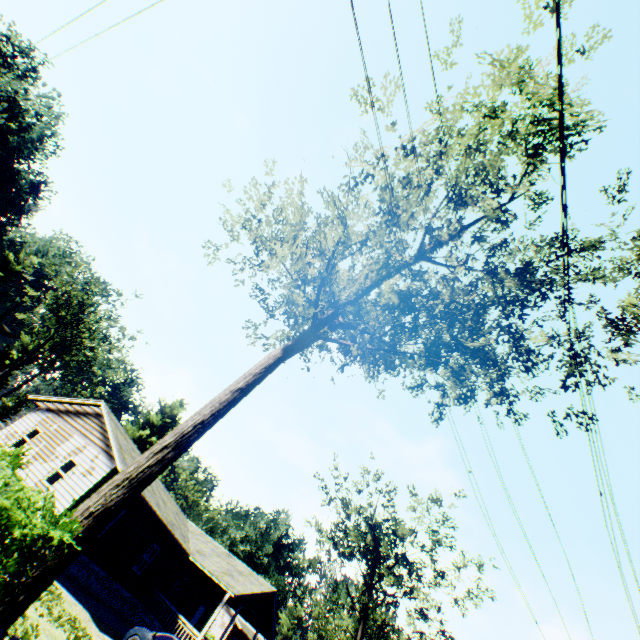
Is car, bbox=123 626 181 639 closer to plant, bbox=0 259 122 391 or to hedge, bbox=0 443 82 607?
hedge, bbox=0 443 82 607

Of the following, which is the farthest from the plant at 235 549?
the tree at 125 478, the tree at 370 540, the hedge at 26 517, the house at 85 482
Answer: the hedge at 26 517

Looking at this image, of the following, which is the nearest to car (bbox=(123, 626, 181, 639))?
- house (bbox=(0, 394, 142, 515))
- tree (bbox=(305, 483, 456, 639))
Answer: house (bbox=(0, 394, 142, 515))

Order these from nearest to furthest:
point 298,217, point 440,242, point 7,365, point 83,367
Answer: point 440,242, point 298,217, point 83,367, point 7,365

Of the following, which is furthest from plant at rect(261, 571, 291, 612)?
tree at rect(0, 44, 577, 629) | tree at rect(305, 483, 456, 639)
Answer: tree at rect(0, 44, 577, 629)

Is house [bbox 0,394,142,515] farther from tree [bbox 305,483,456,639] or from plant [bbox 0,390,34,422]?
plant [bbox 0,390,34,422]

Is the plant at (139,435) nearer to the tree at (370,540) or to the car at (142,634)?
the tree at (370,540)

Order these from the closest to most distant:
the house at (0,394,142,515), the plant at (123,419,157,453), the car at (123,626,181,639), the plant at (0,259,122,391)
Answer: the car at (123,626,181,639) < the house at (0,394,142,515) < the plant at (0,259,122,391) < the plant at (123,419,157,453)
